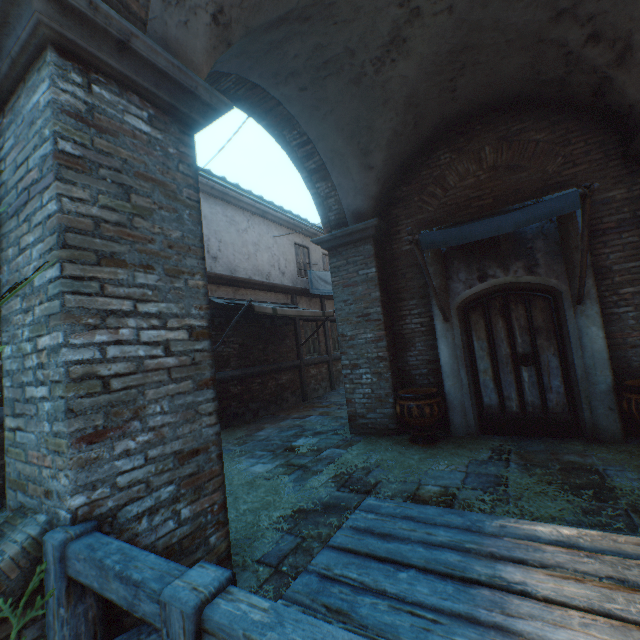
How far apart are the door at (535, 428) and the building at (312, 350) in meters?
6.7 m

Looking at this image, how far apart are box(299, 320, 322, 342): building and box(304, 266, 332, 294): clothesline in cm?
100

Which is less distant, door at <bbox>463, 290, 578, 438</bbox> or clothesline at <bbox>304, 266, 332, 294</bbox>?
door at <bbox>463, 290, 578, 438</bbox>

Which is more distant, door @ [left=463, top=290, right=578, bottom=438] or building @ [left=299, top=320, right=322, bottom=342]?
building @ [left=299, top=320, right=322, bottom=342]

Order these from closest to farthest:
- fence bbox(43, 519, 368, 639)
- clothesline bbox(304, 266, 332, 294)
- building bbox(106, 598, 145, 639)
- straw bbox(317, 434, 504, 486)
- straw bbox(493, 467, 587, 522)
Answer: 1. fence bbox(43, 519, 368, 639)
2. building bbox(106, 598, 145, 639)
3. straw bbox(493, 467, 587, 522)
4. straw bbox(317, 434, 504, 486)
5. clothesline bbox(304, 266, 332, 294)

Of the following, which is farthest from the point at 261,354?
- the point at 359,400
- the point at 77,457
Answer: the point at 77,457

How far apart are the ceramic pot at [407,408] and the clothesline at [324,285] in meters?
5.2 m

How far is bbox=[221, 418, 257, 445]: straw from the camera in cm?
709
